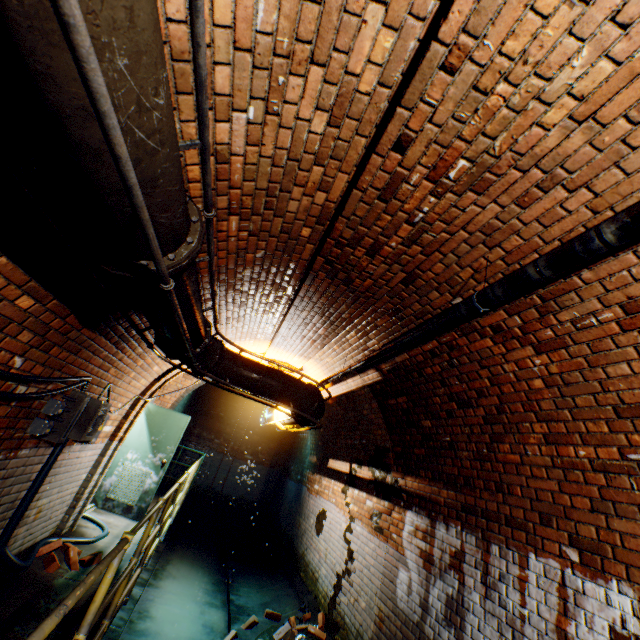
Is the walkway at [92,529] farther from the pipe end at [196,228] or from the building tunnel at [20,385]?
the pipe end at [196,228]

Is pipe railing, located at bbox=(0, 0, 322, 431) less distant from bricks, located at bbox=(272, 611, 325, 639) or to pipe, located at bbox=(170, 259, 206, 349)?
pipe, located at bbox=(170, 259, 206, 349)

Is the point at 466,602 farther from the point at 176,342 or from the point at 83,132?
the point at 83,132

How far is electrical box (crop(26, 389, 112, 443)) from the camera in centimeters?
304cm

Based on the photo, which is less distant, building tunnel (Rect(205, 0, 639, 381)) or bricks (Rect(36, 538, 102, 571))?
building tunnel (Rect(205, 0, 639, 381))

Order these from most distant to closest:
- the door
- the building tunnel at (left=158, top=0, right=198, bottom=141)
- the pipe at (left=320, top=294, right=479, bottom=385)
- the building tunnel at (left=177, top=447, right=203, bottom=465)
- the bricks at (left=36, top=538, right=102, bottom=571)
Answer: the building tunnel at (left=177, top=447, right=203, bottom=465) < the door < the bricks at (left=36, top=538, right=102, bottom=571) < the pipe at (left=320, top=294, right=479, bottom=385) < the building tunnel at (left=158, top=0, right=198, bottom=141)

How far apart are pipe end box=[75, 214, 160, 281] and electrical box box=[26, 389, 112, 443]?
2.3m

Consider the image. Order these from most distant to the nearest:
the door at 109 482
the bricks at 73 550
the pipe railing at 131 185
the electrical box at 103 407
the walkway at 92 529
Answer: the door at 109 482, the walkway at 92 529, the bricks at 73 550, the electrical box at 103 407, the pipe railing at 131 185
